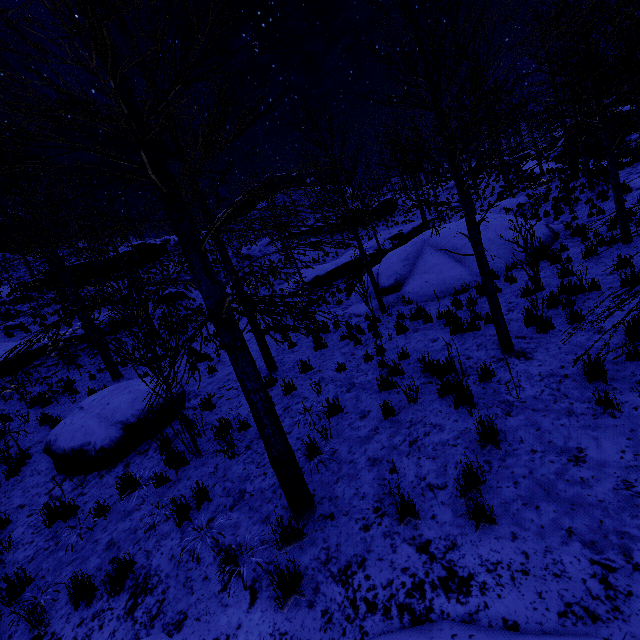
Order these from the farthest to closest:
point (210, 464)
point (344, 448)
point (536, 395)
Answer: point (210, 464) → point (344, 448) → point (536, 395)

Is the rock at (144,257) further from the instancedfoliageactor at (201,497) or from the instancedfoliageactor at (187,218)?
the instancedfoliageactor at (201,497)

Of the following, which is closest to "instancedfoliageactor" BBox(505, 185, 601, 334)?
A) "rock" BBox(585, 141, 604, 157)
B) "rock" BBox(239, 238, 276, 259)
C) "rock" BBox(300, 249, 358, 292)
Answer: "rock" BBox(300, 249, 358, 292)

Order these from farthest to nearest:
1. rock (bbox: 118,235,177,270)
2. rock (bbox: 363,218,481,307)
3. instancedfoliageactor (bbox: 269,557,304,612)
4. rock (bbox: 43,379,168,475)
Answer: rock (bbox: 118,235,177,270), rock (bbox: 363,218,481,307), rock (bbox: 43,379,168,475), instancedfoliageactor (bbox: 269,557,304,612)

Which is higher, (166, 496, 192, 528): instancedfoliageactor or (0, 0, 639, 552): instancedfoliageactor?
(0, 0, 639, 552): instancedfoliageactor

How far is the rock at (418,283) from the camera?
11.5 meters

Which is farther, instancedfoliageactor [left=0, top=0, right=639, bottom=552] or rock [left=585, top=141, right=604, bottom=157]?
rock [left=585, top=141, right=604, bottom=157]

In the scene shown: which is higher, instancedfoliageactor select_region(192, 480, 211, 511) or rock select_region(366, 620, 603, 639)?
instancedfoliageactor select_region(192, 480, 211, 511)
